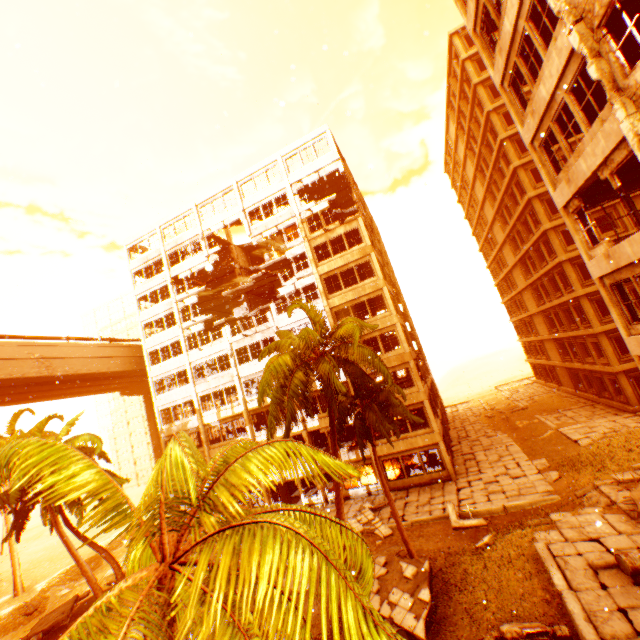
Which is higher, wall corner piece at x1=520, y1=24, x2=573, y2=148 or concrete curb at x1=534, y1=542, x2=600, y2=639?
wall corner piece at x1=520, y1=24, x2=573, y2=148

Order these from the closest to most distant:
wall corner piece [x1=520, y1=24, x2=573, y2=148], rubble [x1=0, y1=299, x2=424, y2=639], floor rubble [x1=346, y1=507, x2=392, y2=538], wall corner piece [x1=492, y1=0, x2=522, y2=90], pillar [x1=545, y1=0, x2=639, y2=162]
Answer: rubble [x1=0, y1=299, x2=424, y2=639], pillar [x1=545, y1=0, x2=639, y2=162], wall corner piece [x1=520, y1=24, x2=573, y2=148], wall corner piece [x1=492, y1=0, x2=522, y2=90], floor rubble [x1=346, y1=507, x2=392, y2=538]

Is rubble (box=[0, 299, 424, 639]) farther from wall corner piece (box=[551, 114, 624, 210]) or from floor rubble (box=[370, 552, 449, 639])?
wall corner piece (box=[551, 114, 624, 210])

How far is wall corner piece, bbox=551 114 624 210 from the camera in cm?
862

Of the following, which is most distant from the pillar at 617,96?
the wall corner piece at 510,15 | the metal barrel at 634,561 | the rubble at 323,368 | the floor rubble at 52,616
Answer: the floor rubble at 52,616

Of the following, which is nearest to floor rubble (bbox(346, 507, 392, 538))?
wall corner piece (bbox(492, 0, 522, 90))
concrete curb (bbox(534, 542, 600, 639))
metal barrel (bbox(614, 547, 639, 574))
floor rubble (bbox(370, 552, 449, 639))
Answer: floor rubble (bbox(370, 552, 449, 639))

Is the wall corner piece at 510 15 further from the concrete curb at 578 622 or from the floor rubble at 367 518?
the concrete curb at 578 622

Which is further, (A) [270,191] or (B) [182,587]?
(A) [270,191]
